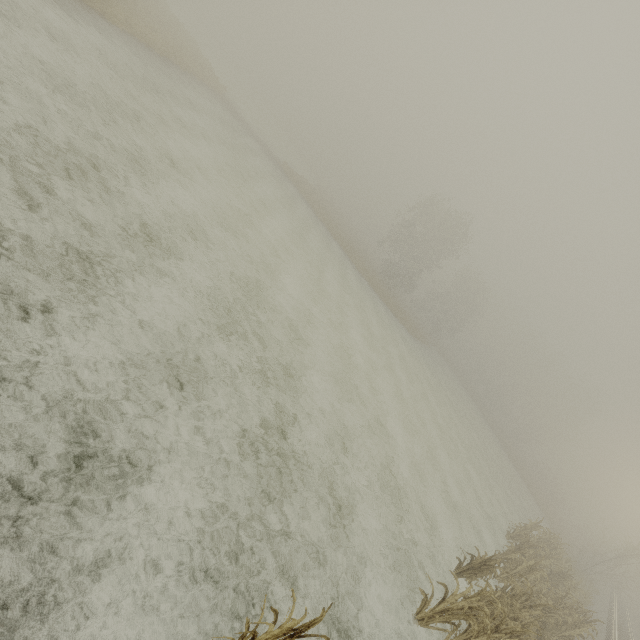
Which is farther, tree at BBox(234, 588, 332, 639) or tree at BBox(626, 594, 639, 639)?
tree at BBox(626, 594, 639, 639)

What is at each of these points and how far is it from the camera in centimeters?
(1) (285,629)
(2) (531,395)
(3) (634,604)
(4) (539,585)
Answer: (1) tree, 330cm
(2) tree, 5756cm
(3) tree, 5659cm
(4) tree, 1129cm

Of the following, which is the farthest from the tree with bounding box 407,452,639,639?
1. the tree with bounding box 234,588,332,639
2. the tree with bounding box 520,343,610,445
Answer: the tree with bounding box 520,343,610,445

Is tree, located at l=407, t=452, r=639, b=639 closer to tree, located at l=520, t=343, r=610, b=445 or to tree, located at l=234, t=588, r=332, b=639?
tree, located at l=234, t=588, r=332, b=639

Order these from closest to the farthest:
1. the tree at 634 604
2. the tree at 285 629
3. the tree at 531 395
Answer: the tree at 285 629 < the tree at 634 604 < the tree at 531 395

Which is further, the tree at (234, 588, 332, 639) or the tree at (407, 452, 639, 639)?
the tree at (407, 452, 639, 639)

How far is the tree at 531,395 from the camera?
54.0m
